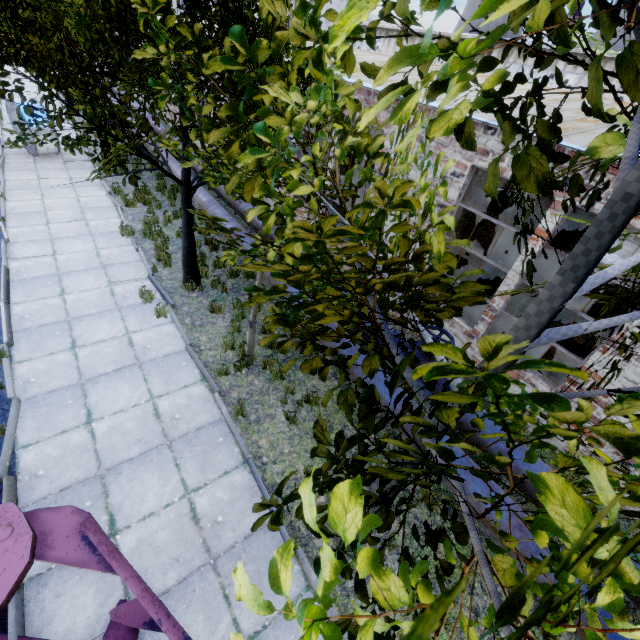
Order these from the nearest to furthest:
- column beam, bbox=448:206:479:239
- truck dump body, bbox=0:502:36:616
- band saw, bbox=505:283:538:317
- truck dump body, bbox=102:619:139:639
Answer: truck dump body, bbox=0:502:36:616 → truck dump body, bbox=102:619:139:639 → band saw, bbox=505:283:538:317 → column beam, bbox=448:206:479:239

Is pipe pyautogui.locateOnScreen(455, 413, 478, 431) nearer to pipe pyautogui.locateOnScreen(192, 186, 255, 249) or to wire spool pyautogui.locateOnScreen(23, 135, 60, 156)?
pipe pyautogui.locateOnScreen(192, 186, 255, 249)

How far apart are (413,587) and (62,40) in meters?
7.8

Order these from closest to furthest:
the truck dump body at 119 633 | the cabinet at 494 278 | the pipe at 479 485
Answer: the truck dump body at 119 633 < the pipe at 479 485 < the cabinet at 494 278

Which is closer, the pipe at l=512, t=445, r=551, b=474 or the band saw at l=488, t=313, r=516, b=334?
the pipe at l=512, t=445, r=551, b=474

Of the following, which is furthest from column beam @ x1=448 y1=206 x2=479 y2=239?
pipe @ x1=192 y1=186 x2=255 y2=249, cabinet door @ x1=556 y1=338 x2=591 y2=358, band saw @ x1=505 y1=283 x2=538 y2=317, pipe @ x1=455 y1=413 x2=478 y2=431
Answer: pipe @ x1=455 y1=413 x2=478 y2=431

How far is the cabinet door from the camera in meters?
9.2

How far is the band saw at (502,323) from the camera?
7.4 meters
